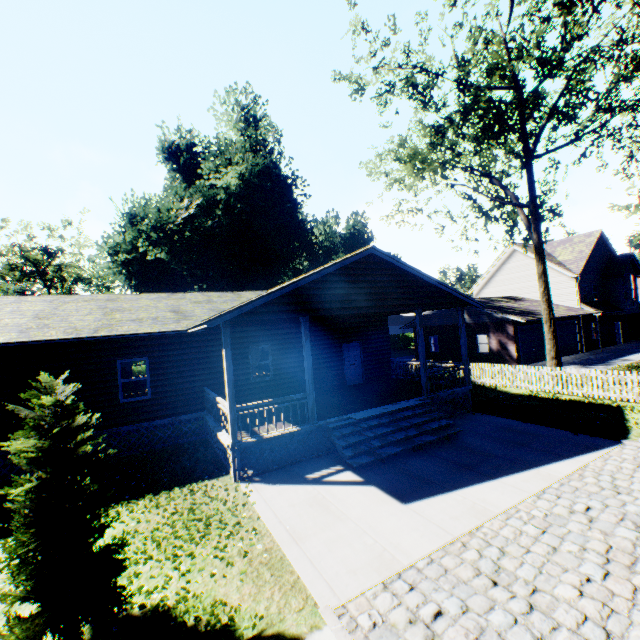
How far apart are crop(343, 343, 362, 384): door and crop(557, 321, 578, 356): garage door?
19.93m

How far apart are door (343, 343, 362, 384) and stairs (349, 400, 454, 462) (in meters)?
5.69

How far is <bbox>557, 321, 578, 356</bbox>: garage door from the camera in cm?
2698

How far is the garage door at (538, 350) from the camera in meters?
24.4

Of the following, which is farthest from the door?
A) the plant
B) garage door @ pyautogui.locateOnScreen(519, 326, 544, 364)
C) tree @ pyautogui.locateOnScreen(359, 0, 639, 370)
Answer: the plant

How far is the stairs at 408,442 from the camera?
9.69m

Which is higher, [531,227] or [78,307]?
[531,227]

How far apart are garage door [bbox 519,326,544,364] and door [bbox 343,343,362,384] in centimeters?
1442cm
